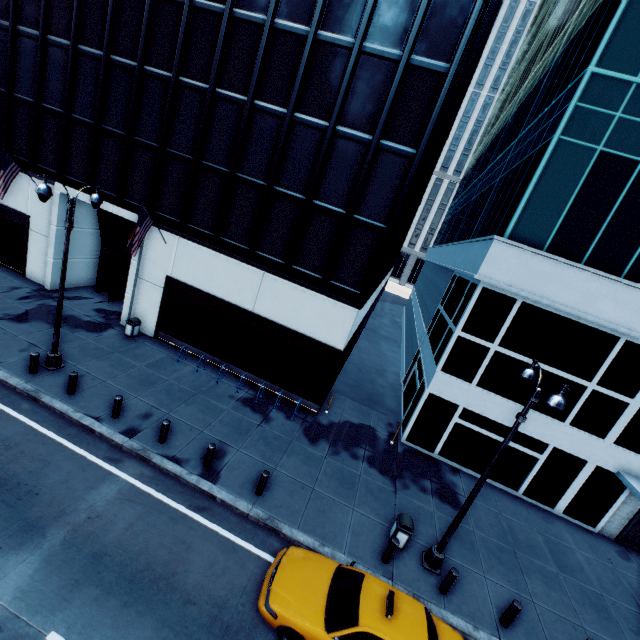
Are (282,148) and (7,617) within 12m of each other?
no

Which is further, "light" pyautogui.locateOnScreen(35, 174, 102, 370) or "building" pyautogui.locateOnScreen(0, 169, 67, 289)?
"building" pyautogui.locateOnScreen(0, 169, 67, 289)

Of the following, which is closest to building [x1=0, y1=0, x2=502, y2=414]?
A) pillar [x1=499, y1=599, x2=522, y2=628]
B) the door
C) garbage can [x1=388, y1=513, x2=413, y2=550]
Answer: garbage can [x1=388, y1=513, x2=413, y2=550]

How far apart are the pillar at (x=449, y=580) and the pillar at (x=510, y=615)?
1.6 meters

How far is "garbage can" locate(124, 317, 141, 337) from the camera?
17.12m

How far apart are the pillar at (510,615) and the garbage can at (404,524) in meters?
3.1 m

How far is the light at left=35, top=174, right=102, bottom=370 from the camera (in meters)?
10.41

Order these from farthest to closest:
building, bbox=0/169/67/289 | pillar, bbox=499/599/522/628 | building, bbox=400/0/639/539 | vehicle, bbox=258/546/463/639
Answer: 1. building, bbox=0/169/67/289
2. building, bbox=400/0/639/539
3. pillar, bbox=499/599/522/628
4. vehicle, bbox=258/546/463/639
